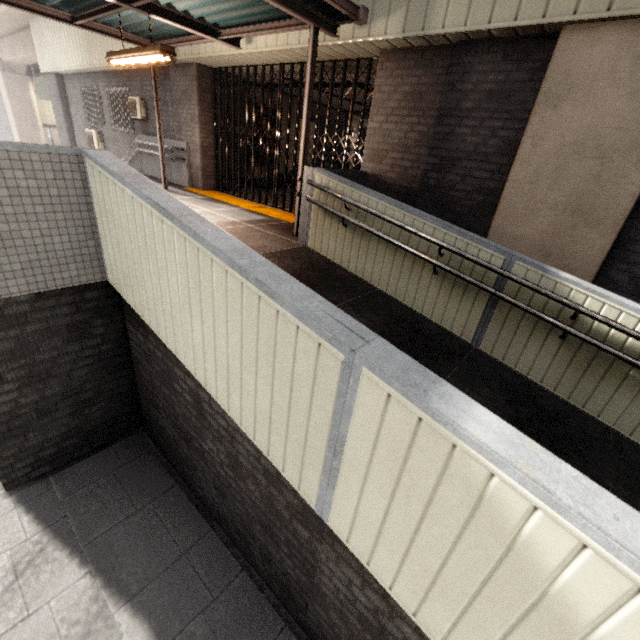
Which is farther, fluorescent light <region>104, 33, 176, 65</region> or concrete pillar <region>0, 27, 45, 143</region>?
concrete pillar <region>0, 27, 45, 143</region>

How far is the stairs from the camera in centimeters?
1082cm

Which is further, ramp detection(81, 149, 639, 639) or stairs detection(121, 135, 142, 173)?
stairs detection(121, 135, 142, 173)

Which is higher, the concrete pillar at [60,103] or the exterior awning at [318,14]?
the exterior awning at [318,14]

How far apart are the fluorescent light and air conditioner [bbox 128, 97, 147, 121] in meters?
5.1 m

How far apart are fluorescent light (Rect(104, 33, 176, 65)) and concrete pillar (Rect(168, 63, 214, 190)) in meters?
2.8

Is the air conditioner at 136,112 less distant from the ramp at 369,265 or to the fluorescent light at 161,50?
the fluorescent light at 161,50

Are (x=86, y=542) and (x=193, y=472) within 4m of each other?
yes
